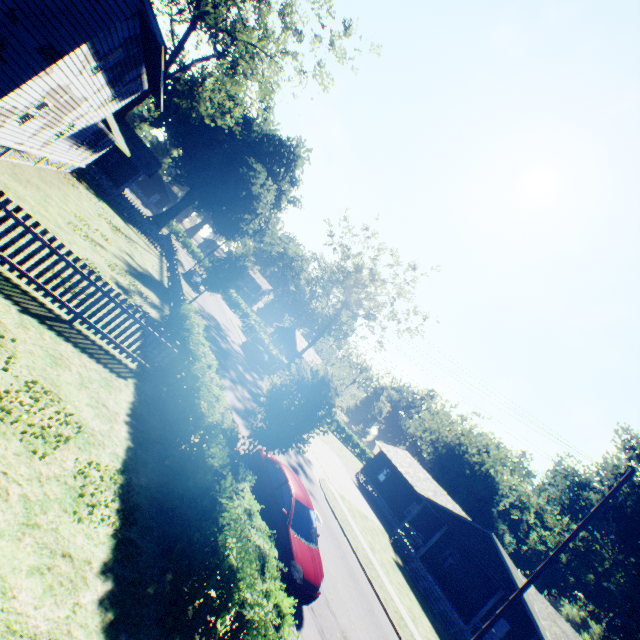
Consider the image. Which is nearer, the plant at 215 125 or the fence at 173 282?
the fence at 173 282

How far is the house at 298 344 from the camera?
54.1m

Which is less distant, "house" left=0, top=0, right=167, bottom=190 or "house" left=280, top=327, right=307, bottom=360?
"house" left=0, top=0, right=167, bottom=190

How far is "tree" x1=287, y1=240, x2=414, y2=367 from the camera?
38.25m

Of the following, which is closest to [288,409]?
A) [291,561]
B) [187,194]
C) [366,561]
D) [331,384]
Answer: [331,384]

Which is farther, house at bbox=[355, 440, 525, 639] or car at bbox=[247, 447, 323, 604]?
house at bbox=[355, 440, 525, 639]

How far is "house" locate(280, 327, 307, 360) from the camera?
54.1m

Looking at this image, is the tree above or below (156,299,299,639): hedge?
above
